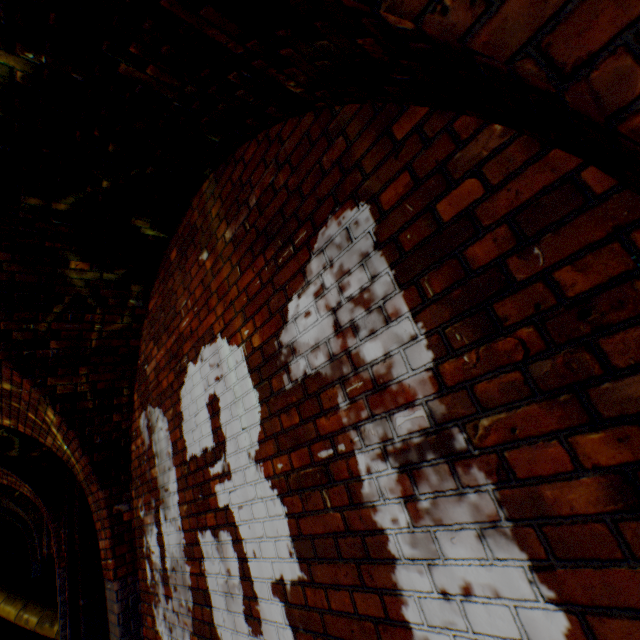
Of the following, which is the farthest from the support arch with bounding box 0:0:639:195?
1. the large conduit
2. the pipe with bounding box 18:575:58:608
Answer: the pipe with bounding box 18:575:58:608

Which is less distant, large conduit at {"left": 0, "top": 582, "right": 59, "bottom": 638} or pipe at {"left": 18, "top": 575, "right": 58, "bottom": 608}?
large conduit at {"left": 0, "top": 582, "right": 59, "bottom": 638}

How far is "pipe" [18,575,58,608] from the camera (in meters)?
8.20

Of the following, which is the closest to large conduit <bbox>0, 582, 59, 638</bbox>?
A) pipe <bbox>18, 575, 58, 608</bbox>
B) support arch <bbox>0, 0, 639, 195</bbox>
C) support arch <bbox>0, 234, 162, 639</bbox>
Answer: pipe <bbox>18, 575, 58, 608</bbox>

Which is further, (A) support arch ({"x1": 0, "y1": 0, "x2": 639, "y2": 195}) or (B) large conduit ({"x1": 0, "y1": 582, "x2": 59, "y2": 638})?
(B) large conduit ({"x1": 0, "y1": 582, "x2": 59, "y2": 638})

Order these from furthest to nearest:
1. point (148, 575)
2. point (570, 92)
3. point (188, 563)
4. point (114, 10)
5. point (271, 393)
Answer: point (148, 575) < point (188, 563) < point (271, 393) < point (114, 10) < point (570, 92)

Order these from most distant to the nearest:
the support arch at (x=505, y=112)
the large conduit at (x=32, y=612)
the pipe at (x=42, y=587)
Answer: the pipe at (x=42, y=587) → the large conduit at (x=32, y=612) → the support arch at (x=505, y=112)

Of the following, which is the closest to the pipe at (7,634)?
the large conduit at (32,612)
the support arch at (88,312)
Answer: the large conduit at (32,612)
